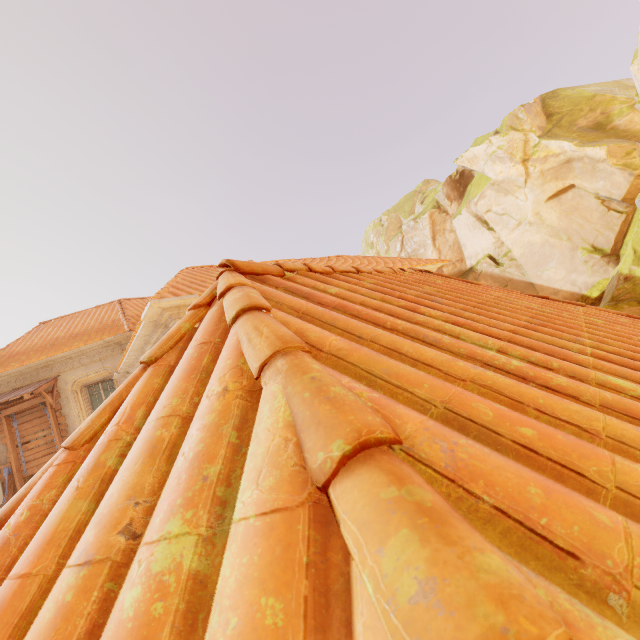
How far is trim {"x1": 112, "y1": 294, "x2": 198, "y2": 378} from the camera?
6.0m

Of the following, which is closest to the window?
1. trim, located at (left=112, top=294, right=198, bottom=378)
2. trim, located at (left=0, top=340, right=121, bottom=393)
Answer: trim, located at (left=0, top=340, right=121, bottom=393)

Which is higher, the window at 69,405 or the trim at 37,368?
the trim at 37,368

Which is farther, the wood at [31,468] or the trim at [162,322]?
the wood at [31,468]

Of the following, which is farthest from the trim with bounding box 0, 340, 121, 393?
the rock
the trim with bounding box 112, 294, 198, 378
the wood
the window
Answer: the rock

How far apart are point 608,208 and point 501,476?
16.4m

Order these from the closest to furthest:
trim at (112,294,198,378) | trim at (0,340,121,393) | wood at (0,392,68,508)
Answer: trim at (112,294,198,378), wood at (0,392,68,508), trim at (0,340,121,393)
